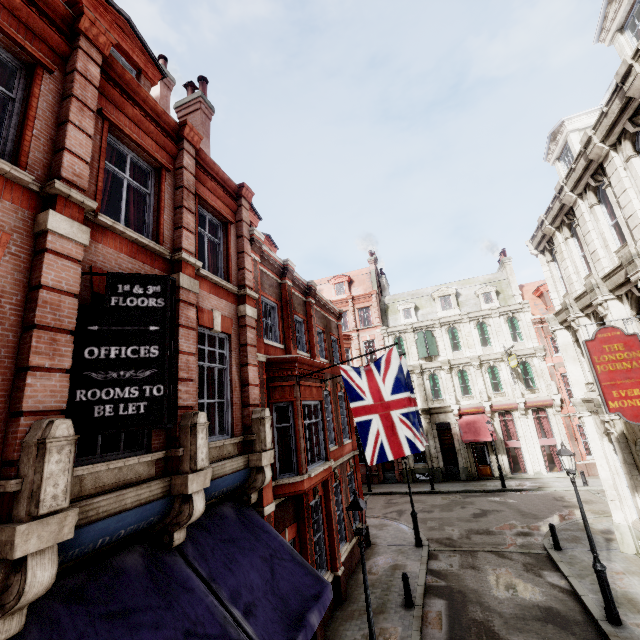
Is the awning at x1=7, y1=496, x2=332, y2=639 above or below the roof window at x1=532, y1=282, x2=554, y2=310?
below

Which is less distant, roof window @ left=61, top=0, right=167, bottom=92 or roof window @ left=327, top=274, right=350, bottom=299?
roof window @ left=61, top=0, right=167, bottom=92

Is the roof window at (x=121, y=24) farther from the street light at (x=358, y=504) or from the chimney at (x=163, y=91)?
the street light at (x=358, y=504)

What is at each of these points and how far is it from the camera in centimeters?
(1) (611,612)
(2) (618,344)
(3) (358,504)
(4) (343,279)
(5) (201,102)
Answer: (1) street light, 917cm
(2) sign, 859cm
(3) street light, 751cm
(4) roof window, 3597cm
(5) chimney, 1194cm

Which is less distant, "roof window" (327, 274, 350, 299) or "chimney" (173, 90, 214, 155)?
"chimney" (173, 90, 214, 155)

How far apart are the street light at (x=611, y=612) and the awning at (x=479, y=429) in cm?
1605

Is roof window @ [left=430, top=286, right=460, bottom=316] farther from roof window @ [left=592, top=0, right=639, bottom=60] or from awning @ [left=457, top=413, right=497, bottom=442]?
roof window @ [left=592, top=0, right=639, bottom=60]

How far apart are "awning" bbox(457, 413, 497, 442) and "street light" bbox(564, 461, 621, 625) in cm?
1605
